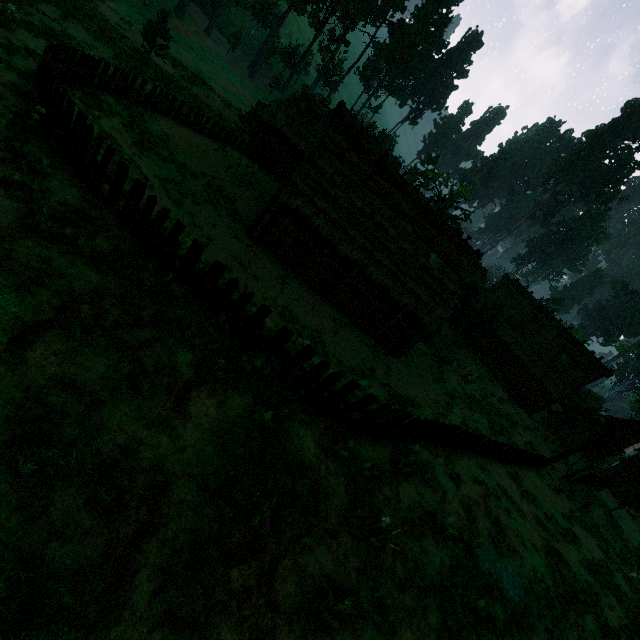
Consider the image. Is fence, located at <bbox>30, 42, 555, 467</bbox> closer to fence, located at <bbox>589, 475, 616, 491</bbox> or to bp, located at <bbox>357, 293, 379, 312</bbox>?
fence, located at <bbox>589, 475, 616, 491</bbox>

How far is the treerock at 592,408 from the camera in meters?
34.2 m

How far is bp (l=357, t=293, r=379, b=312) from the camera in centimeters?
1959cm

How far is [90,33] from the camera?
19.2m

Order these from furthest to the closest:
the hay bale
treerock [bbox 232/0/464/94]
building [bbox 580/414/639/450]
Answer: treerock [bbox 232/0/464/94], building [bbox 580/414/639/450], the hay bale

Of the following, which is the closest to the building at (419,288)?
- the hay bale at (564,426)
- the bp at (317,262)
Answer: the bp at (317,262)

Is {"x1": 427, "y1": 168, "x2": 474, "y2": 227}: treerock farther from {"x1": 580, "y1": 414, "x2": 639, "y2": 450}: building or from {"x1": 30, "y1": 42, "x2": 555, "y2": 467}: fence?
{"x1": 30, "y1": 42, "x2": 555, "y2": 467}: fence

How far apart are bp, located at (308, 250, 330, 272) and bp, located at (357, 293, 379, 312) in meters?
3.5 m
